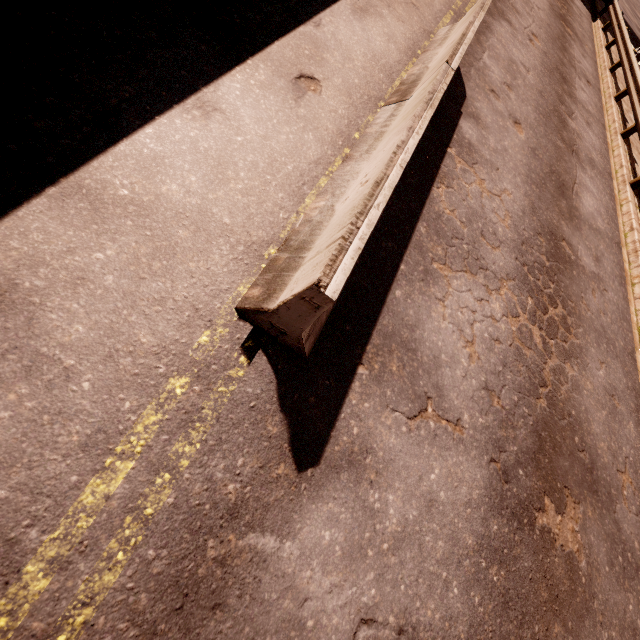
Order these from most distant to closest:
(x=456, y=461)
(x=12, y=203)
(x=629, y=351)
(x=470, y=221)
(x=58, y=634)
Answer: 1. (x=629, y=351)
2. (x=470, y=221)
3. (x=456, y=461)
4. (x=12, y=203)
5. (x=58, y=634)
